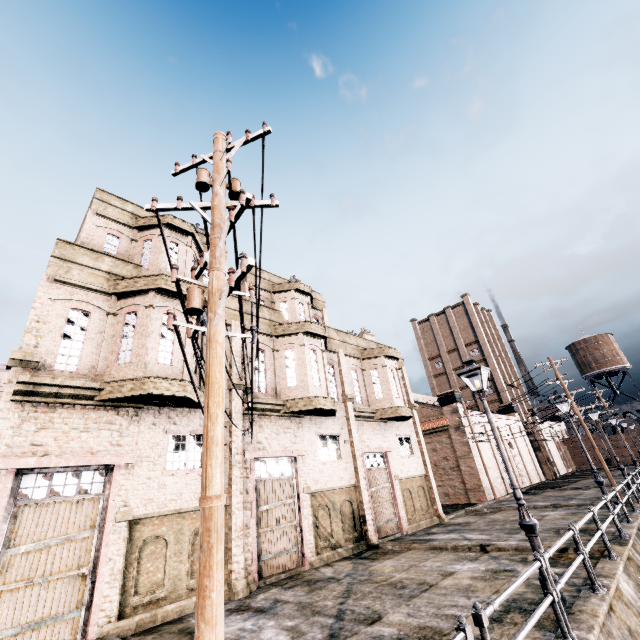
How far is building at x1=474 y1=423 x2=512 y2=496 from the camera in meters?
32.5

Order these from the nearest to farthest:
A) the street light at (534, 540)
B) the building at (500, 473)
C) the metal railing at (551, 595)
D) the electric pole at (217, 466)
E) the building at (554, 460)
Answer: the electric pole at (217, 466)
the metal railing at (551, 595)
the street light at (534, 540)
the building at (500, 473)
the building at (554, 460)

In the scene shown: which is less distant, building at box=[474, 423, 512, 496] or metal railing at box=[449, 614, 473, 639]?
metal railing at box=[449, 614, 473, 639]

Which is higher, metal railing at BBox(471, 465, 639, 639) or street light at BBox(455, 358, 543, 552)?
street light at BBox(455, 358, 543, 552)

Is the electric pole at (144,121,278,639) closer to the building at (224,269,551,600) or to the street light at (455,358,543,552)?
the building at (224,269,551,600)

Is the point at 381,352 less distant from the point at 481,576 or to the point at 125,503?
the point at 481,576

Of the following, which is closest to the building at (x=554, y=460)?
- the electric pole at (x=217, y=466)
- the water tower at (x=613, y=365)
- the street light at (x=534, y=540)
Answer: the electric pole at (x=217, y=466)
